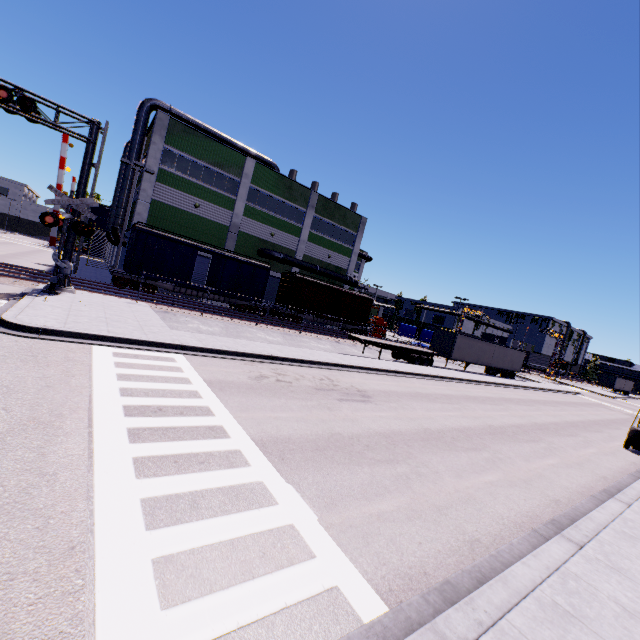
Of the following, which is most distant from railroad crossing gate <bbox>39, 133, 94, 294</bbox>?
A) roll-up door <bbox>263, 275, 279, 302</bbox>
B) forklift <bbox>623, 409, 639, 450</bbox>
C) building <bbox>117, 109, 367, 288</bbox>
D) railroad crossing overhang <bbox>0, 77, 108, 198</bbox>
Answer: forklift <bbox>623, 409, 639, 450</bbox>

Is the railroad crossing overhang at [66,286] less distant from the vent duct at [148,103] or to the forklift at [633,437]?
the vent duct at [148,103]

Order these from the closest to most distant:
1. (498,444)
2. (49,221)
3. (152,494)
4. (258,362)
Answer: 1. (152,494)
2. (498,444)
3. (258,362)
4. (49,221)

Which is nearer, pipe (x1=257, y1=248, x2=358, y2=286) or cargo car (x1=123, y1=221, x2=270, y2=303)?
cargo car (x1=123, y1=221, x2=270, y2=303)

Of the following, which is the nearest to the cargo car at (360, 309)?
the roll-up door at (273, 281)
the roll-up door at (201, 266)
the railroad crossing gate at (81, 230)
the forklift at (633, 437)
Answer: the roll-up door at (273, 281)

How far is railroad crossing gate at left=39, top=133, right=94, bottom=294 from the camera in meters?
15.2

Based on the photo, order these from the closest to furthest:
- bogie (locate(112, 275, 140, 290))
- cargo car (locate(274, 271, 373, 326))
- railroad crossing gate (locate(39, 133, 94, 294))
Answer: railroad crossing gate (locate(39, 133, 94, 294)), bogie (locate(112, 275, 140, 290)), cargo car (locate(274, 271, 373, 326))

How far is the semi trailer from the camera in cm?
2659
